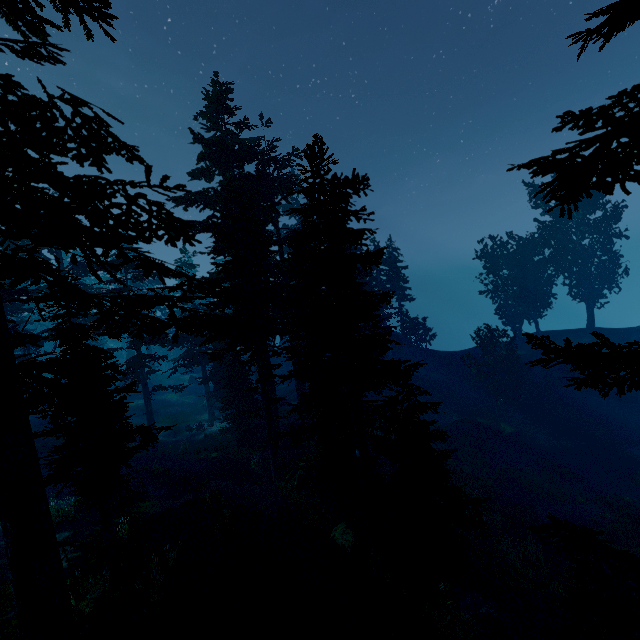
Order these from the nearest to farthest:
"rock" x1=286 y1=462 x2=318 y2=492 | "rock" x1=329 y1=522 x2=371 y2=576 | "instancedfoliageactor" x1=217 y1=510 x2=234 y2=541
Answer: "rock" x1=329 y1=522 x2=371 y2=576 → "instancedfoliageactor" x1=217 y1=510 x2=234 y2=541 → "rock" x1=286 y1=462 x2=318 y2=492

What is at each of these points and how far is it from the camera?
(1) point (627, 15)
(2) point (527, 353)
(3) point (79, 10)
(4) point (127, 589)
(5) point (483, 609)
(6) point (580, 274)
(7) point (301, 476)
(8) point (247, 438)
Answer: (1) instancedfoliageactor, 4.0 meters
(2) rock, 37.8 meters
(3) instancedfoliageactor, 7.7 meters
(4) instancedfoliageactor, 10.7 meters
(5) rock, 12.2 meters
(6) instancedfoliageactor, 37.4 meters
(7) rock, 17.2 meters
(8) tree trunk, 23.8 meters

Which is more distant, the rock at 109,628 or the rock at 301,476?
the rock at 301,476

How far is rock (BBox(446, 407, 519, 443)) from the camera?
29.9 meters

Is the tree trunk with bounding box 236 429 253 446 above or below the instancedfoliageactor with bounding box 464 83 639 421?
below

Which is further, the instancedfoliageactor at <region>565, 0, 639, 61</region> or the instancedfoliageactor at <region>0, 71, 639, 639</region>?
the instancedfoliageactor at <region>0, 71, 639, 639</region>

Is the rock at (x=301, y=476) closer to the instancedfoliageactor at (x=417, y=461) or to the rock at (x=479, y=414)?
the instancedfoliageactor at (x=417, y=461)

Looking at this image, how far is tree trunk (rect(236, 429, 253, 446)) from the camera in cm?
2367
